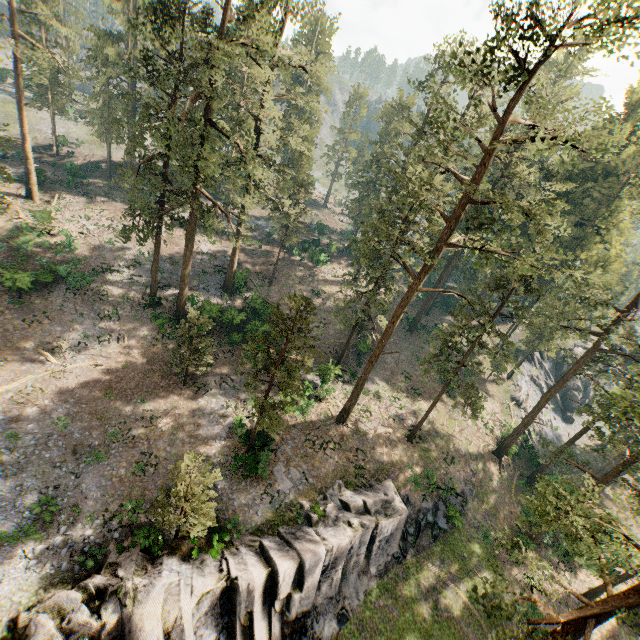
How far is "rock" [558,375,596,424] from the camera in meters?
51.1 m

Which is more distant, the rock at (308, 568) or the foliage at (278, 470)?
the foliage at (278, 470)

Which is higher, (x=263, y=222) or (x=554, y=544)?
(x=263, y=222)

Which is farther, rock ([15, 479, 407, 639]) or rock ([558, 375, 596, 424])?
rock ([558, 375, 596, 424])

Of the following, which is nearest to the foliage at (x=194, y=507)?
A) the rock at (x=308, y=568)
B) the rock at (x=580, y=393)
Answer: the rock at (x=580, y=393)

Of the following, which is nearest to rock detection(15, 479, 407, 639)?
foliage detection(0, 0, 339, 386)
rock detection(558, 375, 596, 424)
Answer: foliage detection(0, 0, 339, 386)

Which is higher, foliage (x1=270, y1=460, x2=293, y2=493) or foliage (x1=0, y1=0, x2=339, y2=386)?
foliage (x1=0, y1=0, x2=339, y2=386)
